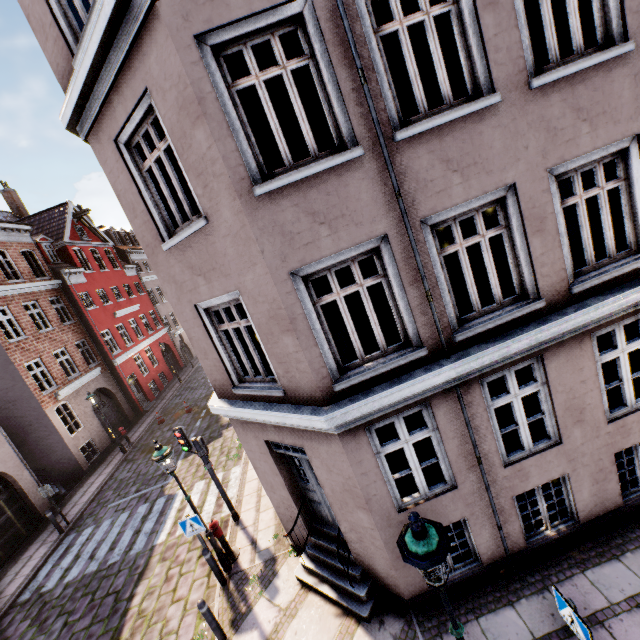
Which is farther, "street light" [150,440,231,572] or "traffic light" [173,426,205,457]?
"traffic light" [173,426,205,457]

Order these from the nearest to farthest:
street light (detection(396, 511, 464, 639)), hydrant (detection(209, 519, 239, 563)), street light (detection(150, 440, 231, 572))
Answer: street light (detection(396, 511, 464, 639)) < street light (detection(150, 440, 231, 572)) < hydrant (detection(209, 519, 239, 563))

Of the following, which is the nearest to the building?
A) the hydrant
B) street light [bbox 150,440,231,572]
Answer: street light [bbox 150,440,231,572]

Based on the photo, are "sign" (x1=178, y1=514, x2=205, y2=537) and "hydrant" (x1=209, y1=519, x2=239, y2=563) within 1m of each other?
yes

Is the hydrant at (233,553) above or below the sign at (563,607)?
below

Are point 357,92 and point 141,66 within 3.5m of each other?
yes

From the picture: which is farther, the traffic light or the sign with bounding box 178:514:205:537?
the traffic light

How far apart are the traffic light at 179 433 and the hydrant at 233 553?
1.62m
